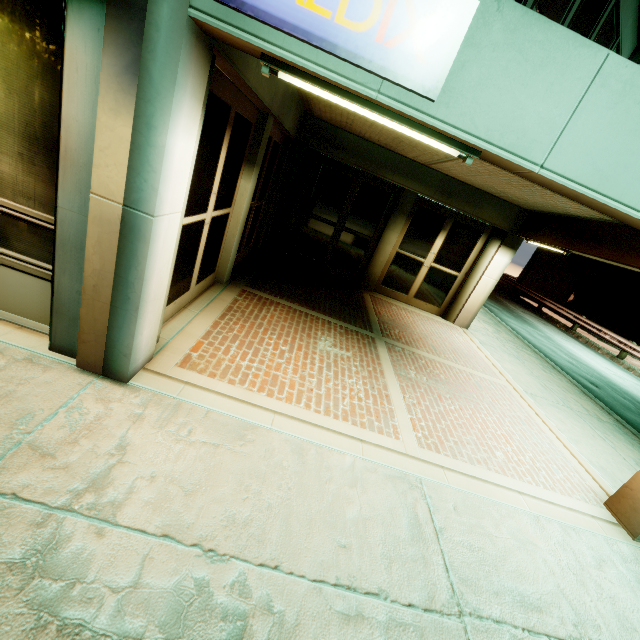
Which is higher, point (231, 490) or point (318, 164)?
point (318, 164)

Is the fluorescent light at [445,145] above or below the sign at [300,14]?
below

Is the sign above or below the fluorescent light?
above

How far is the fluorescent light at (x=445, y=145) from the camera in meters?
2.2 m

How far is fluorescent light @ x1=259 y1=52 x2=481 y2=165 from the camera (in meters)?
2.21
